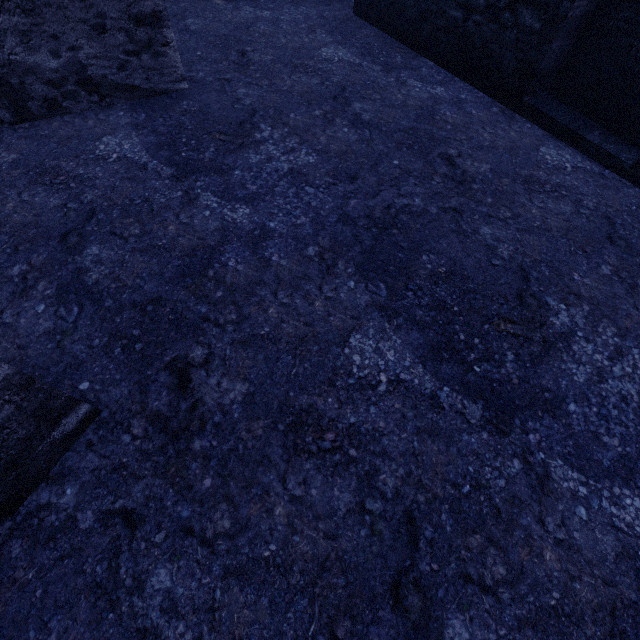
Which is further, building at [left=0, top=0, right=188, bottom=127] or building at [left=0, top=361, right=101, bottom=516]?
building at [left=0, top=0, right=188, bottom=127]

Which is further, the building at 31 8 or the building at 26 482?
the building at 31 8

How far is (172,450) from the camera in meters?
1.8
